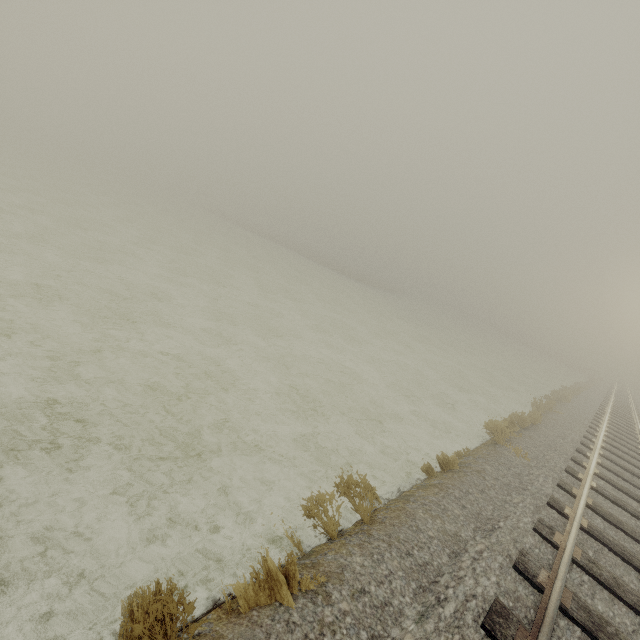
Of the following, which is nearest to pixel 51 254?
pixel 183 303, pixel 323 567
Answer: pixel 183 303
